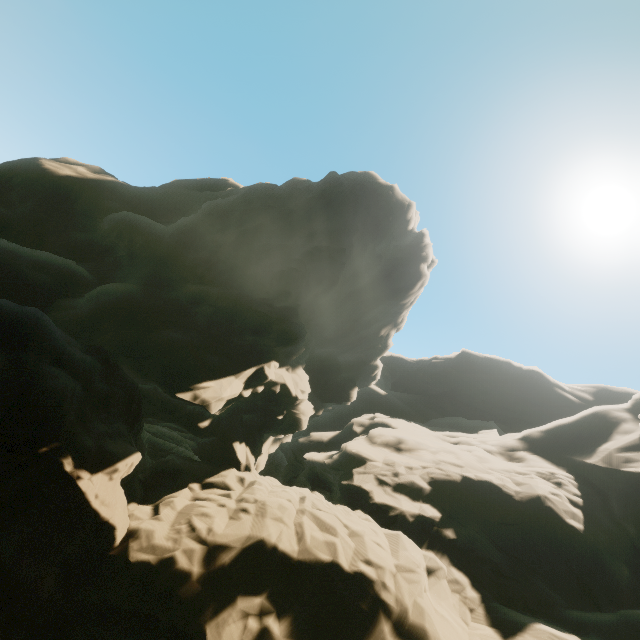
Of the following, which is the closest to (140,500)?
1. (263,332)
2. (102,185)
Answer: (263,332)
